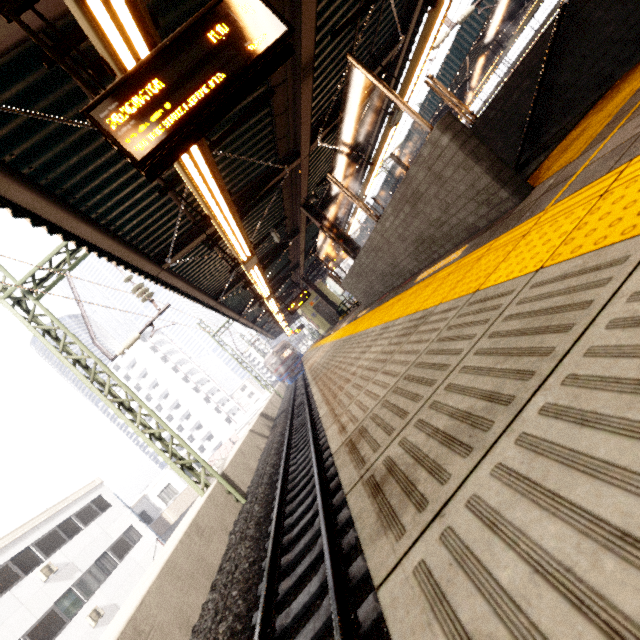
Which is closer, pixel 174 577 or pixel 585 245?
pixel 585 245

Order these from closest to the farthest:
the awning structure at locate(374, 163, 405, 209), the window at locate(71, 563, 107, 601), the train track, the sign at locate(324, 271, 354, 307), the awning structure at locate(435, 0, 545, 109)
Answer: the train track < the awning structure at locate(435, 0, 545, 109) < the sign at locate(324, 271, 354, 307) < the window at locate(71, 563, 107, 601) < the awning structure at locate(374, 163, 405, 209)

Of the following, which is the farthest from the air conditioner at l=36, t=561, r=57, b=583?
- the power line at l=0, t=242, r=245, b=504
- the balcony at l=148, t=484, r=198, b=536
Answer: the power line at l=0, t=242, r=245, b=504

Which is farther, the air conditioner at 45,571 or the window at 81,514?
the window at 81,514

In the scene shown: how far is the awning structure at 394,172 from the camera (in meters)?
22.58

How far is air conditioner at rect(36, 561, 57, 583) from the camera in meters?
15.6 m

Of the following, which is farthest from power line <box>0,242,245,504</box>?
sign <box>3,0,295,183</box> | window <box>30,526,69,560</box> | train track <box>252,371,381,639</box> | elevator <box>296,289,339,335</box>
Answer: window <box>30,526,69,560</box>

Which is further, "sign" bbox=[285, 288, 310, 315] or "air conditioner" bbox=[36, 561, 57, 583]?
"sign" bbox=[285, 288, 310, 315]
